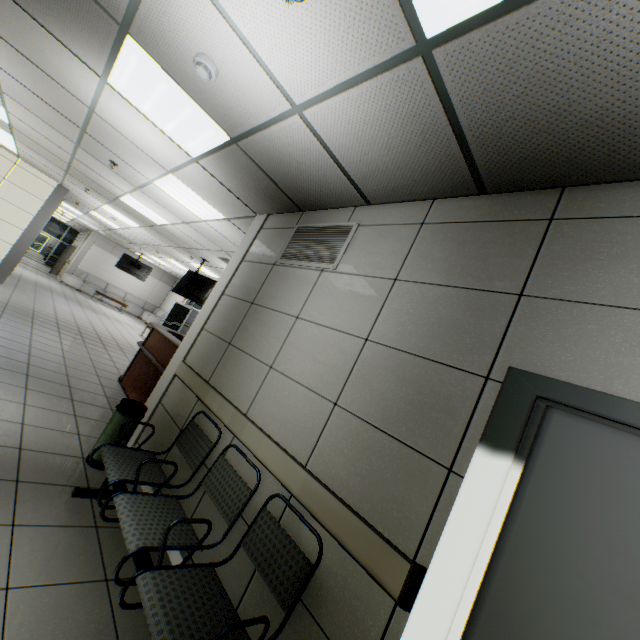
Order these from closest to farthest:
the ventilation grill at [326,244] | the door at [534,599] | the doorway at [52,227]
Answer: the door at [534,599] < the ventilation grill at [326,244] < the doorway at [52,227]

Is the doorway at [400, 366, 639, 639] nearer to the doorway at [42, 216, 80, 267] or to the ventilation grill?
the ventilation grill

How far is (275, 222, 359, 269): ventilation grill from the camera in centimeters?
285cm

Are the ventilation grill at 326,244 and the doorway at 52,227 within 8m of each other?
no

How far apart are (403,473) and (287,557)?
0.8 meters

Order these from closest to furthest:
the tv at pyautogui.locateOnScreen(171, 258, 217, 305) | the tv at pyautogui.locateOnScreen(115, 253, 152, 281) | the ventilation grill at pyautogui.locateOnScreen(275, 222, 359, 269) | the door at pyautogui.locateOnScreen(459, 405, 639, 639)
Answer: the door at pyautogui.locateOnScreen(459, 405, 639, 639) → the ventilation grill at pyautogui.locateOnScreen(275, 222, 359, 269) → the tv at pyautogui.locateOnScreen(171, 258, 217, 305) → the tv at pyautogui.locateOnScreen(115, 253, 152, 281)

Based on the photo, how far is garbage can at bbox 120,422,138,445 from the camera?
3.1m

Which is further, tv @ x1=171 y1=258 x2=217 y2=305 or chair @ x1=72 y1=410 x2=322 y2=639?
tv @ x1=171 y1=258 x2=217 y2=305
